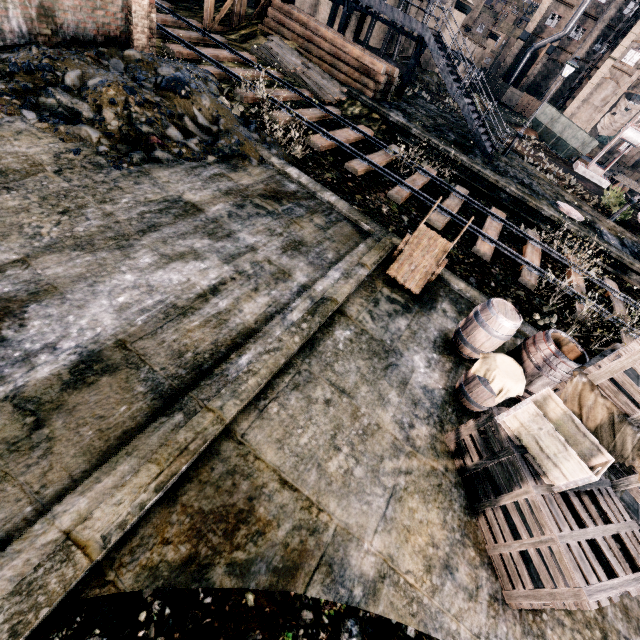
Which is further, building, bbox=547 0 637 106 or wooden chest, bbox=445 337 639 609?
building, bbox=547 0 637 106

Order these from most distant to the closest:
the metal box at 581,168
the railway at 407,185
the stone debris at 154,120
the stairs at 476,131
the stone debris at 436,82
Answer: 1. the stone debris at 436,82
2. the metal box at 581,168
3. the stairs at 476,131
4. the railway at 407,185
5. the stone debris at 154,120

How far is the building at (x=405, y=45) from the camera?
34.8m

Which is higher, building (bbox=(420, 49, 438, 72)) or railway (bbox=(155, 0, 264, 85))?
building (bbox=(420, 49, 438, 72))

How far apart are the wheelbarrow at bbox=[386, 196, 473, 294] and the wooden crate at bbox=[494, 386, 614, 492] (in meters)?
3.71

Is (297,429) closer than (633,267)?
Yes

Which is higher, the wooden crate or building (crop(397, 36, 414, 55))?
building (crop(397, 36, 414, 55))

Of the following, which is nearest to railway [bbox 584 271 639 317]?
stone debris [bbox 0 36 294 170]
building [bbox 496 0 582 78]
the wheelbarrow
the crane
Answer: stone debris [bbox 0 36 294 170]
